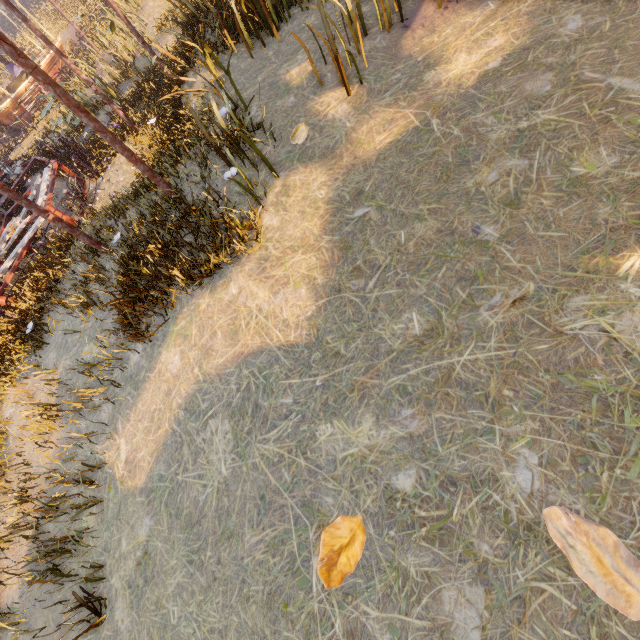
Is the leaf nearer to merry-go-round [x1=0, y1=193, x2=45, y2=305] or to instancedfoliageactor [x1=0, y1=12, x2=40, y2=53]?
merry-go-round [x1=0, y1=193, x2=45, y2=305]

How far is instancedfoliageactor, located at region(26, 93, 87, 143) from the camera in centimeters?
1229cm

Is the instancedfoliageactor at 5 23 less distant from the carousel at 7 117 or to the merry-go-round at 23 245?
the carousel at 7 117

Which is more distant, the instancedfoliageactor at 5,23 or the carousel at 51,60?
the instancedfoliageactor at 5,23

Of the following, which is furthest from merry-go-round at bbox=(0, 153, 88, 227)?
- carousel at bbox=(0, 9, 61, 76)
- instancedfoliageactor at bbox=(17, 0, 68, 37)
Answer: instancedfoliageactor at bbox=(17, 0, 68, 37)

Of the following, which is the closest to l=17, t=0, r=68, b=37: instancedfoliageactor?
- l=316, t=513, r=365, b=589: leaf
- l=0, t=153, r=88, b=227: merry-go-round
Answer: l=0, t=153, r=88, b=227: merry-go-round

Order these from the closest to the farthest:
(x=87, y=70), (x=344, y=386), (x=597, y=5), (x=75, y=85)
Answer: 1. (x=344, y=386)
2. (x=597, y=5)
3. (x=75, y=85)
4. (x=87, y=70)

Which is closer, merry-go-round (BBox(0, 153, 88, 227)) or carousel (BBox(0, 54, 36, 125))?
merry-go-round (BBox(0, 153, 88, 227))
